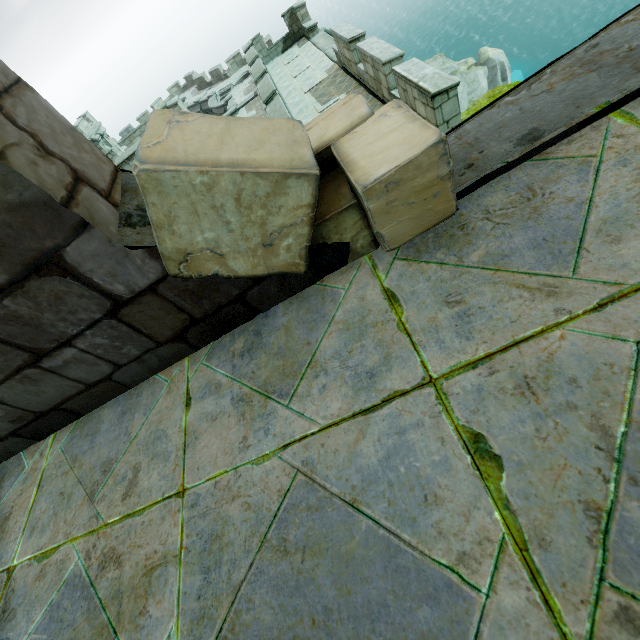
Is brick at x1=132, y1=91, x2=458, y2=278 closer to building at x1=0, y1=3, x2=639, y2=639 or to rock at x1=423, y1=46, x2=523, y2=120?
building at x1=0, y1=3, x2=639, y2=639

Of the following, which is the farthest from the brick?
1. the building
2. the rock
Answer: the rock

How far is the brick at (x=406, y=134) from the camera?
1.2m

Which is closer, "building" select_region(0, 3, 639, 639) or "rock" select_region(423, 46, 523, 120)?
"building" select_region(0, 3, 639, 639)

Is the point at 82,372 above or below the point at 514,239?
above

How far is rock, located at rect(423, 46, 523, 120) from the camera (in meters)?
8.88

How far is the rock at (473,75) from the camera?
8.88m
